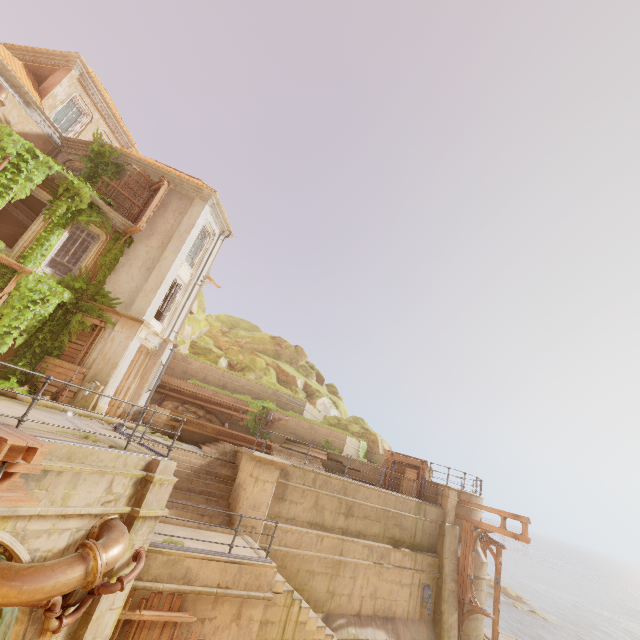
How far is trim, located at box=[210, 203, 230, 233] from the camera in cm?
1930

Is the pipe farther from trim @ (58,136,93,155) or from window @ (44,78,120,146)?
window @ (44,78,120,146)

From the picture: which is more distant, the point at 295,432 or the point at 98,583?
the point at 295,432

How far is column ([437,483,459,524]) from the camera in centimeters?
1652cm

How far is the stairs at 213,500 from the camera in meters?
10.9 m

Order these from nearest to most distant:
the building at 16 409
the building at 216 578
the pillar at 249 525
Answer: the building at 216 578, the building at 16 409, the pillar at 249 525

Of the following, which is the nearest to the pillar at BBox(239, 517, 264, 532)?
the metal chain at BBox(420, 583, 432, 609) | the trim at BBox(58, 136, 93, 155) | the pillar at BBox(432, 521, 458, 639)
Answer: the metal chain at BBox(420, 583, 432, 609)

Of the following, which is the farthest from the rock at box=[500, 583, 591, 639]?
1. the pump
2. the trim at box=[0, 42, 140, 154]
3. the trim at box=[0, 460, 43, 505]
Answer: the trim at box=[0, 42, 140, 154]
